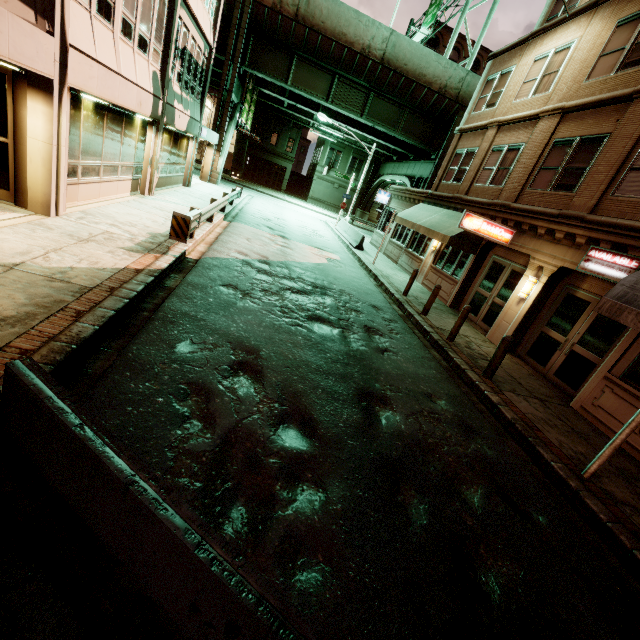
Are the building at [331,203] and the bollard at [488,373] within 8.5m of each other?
no

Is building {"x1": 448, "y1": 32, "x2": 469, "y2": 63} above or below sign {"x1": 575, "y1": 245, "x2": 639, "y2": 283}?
above

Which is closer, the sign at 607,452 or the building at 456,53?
the sign at 607,452

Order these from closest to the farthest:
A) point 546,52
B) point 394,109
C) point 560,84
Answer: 1. point 560,84
2. point 546,52
3. point 394,109

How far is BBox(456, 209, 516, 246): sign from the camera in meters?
11.6

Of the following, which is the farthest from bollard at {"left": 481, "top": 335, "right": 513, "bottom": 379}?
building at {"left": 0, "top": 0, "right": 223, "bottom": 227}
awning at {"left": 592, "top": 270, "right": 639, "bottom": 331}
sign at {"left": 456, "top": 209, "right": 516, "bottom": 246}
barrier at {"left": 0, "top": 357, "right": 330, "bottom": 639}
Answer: building at {"left": 0, "top": 0, "right": 223, "bottom": 227}

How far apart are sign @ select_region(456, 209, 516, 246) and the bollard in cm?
516

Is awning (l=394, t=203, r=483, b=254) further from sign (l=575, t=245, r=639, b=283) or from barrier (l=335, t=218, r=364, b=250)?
sign (l=575, t=245, r=639, b=283)
